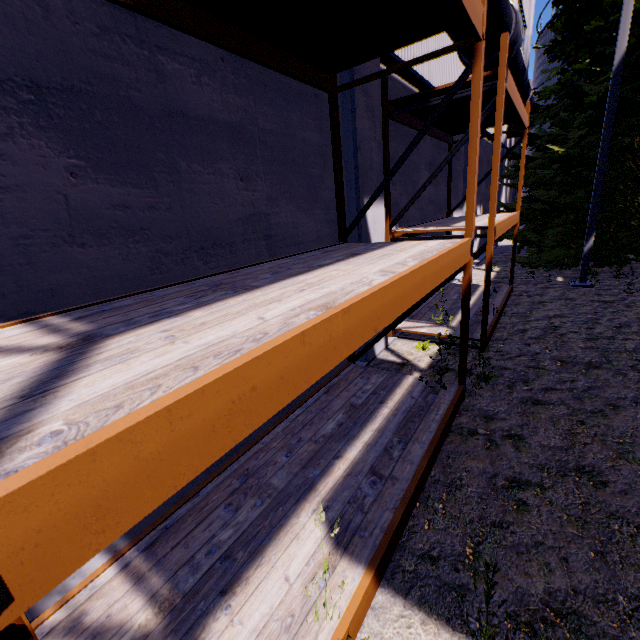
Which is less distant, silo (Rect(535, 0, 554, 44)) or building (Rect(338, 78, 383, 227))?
building (Rect(338, 78, 383, 227))

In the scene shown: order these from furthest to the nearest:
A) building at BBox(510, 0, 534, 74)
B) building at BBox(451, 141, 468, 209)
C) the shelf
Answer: building at BBox(510, 0, 534, 74) < building at BBox(451, 141, 468, 209) < the shelf

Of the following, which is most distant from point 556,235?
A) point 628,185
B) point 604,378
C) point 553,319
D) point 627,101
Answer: point 604,378

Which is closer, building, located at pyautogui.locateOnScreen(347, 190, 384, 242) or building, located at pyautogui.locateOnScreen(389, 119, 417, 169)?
building, located at pyautogui.locateOnScreen(347, 190, 384, 242)

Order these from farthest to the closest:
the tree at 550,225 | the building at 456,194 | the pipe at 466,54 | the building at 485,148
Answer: the building at 485,148, the building at 456,194, the tree at 550,225, the pipe at 466,54

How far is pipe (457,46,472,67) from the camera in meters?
6.4 m

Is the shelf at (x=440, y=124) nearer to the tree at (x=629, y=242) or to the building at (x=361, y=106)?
the building at (x=361, y=106)
